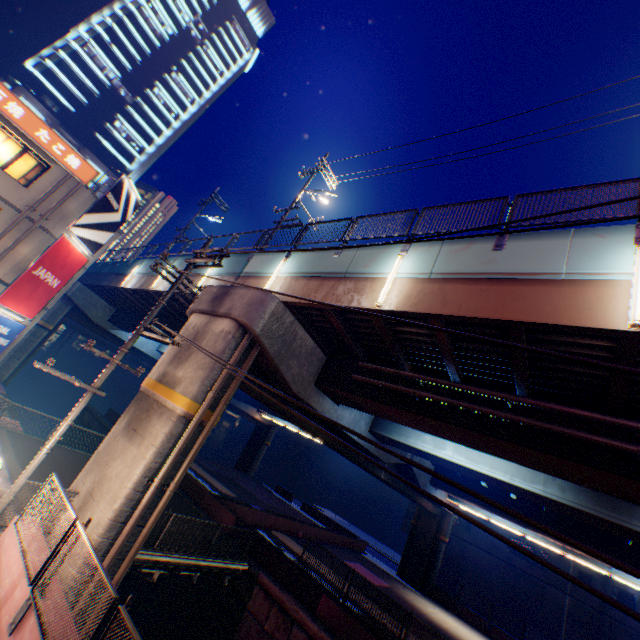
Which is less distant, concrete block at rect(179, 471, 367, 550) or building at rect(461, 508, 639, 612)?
concrete block at rect(179, 471, 367, 550)

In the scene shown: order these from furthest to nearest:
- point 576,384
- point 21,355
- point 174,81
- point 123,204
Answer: point 174,81
point 21,355
point 123,204
point 576,384

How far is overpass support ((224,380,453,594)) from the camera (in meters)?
15.40

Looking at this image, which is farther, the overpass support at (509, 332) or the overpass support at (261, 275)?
the overpass support at (261, 275)

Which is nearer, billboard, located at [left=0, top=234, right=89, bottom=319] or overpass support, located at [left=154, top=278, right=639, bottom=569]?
overpass support, located at [left=154, top=278, right=639, bottom=569]

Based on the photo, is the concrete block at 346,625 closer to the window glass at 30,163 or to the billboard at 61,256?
the billboard at 61,256

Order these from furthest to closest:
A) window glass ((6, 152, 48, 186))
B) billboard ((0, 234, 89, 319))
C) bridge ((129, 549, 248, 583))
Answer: billboard ((0, 234, 89, 319)), window glass ((6, 152, 48, 186)), bridge ((129, 549, 248, 583))

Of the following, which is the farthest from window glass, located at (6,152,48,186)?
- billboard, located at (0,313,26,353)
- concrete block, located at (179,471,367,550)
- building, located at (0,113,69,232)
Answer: concrete block, located at (179,471,367,550)
